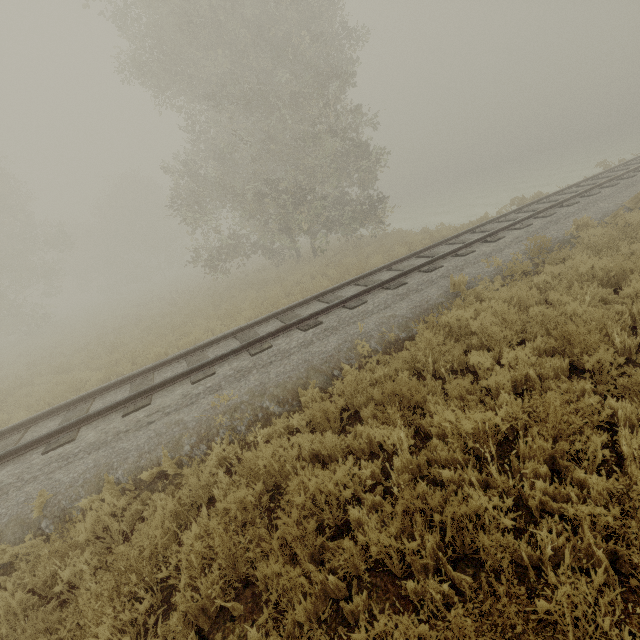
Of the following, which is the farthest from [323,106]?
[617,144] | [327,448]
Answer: [617,144]
